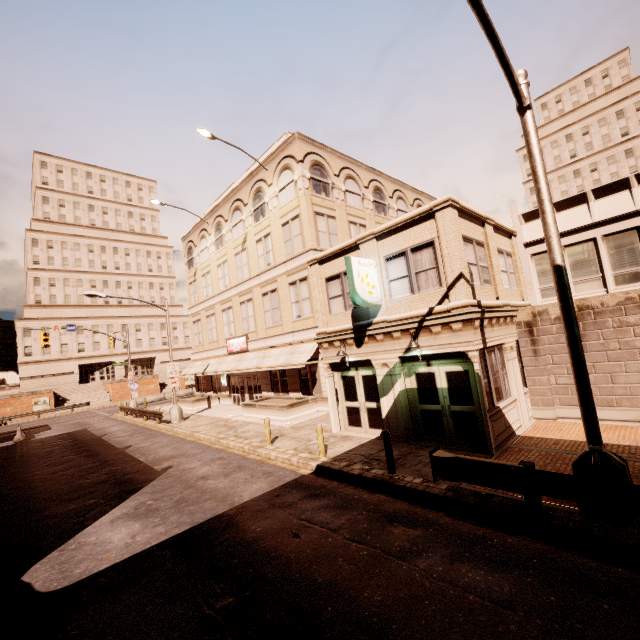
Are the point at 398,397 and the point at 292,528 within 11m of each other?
yes

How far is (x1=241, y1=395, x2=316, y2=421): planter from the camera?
19.0m

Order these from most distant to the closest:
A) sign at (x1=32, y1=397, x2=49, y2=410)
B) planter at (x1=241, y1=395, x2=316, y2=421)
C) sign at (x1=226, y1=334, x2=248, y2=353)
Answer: sign at (x1=32, y1=397, x2=49, y2=410), sign at (x1=226, y1=334, x2=248, y2=353), planter at (x1=241, y1=395, x2=316, y2=421)

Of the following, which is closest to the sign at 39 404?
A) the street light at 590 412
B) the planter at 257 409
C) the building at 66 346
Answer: the building at 66 346

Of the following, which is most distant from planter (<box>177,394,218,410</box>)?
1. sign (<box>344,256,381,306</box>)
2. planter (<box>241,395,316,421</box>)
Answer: sign (<box>344,256,381,306</box>)

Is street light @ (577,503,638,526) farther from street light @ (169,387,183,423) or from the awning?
street light @ (169,387,183,423)

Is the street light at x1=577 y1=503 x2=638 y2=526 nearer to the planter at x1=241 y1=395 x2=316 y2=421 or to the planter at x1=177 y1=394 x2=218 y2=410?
A: the planter at x1=241 y1=395 x2=316 y2=421

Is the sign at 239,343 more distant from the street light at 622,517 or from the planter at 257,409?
the street light at 622,517
